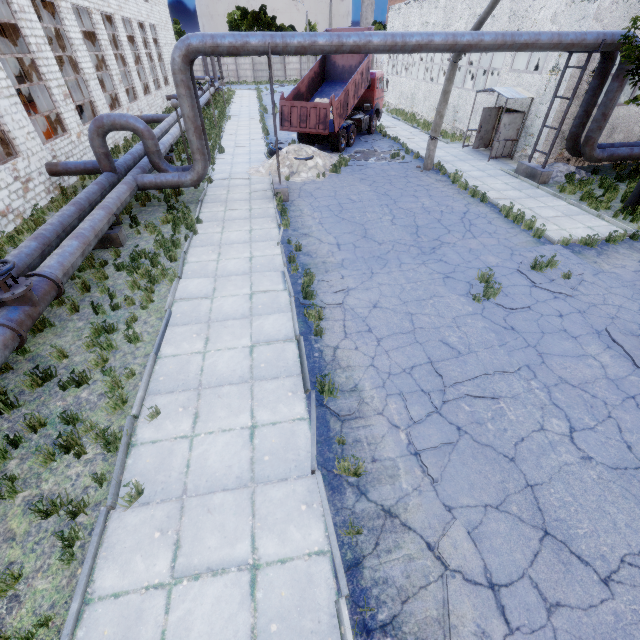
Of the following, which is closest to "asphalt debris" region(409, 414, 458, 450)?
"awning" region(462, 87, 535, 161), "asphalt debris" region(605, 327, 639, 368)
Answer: "asphalt debris" region(605, 327, 639, 368)

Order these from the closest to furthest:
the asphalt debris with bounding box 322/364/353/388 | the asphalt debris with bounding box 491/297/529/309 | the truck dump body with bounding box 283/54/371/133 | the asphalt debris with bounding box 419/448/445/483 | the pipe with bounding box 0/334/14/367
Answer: the asphalt debris with bounding box 419/448/445/483
the pipe with bounding box 0/334/14/367
the asphalt debris with bounding box 322/364/353/388
the asphalt debris with bounding box 491/297/529/309
the truck dump body with bounding box 283/54/371/133

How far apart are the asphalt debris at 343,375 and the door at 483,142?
19.9 meters

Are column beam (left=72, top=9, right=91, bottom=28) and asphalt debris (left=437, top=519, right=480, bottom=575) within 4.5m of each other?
no

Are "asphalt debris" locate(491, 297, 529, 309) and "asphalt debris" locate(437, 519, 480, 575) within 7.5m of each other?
yes

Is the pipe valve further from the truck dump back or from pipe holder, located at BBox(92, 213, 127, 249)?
→ the truck dump back

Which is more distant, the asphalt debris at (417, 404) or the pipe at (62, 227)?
the pipe at (62, 227)

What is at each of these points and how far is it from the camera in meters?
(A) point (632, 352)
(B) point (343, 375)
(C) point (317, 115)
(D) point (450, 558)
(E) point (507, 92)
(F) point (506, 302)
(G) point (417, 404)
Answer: (A) asphalt debris, 6.7
(B) asphalt debris, 6.4
(C) truck dump back, 16.8
(D) asphalt debris, 4.1
(E) awning, 16.5
(F) asphalt debris, 8.1
(G) asphalt debris, 5.8
